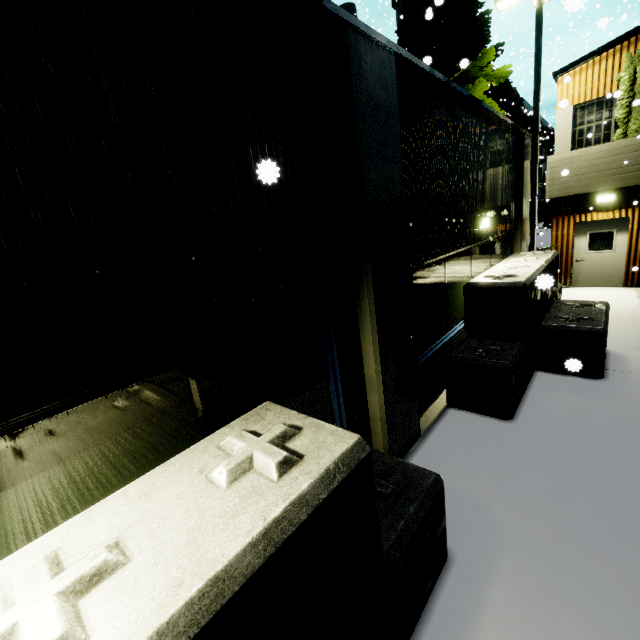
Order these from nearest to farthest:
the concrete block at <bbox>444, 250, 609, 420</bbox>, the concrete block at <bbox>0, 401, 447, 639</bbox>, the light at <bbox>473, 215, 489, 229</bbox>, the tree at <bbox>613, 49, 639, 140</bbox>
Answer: the concrete block at <bbox>0, 401, 447, 639</bbox>
the concrete block at <bbox>444, 250, 609, 420</bbox>
the light at <bbox>473, 215, 489, 229</bbox>
the tree at <bbox>613, 49, 639, 140</bbox>

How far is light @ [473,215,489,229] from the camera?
6.5m

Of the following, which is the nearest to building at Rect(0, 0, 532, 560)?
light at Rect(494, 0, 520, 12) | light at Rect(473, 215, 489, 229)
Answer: light at Rect(473, 215, 489, 229)

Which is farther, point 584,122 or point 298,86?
point 584,122

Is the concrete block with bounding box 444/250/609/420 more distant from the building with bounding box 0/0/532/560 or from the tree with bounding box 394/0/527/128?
the tree with bounding box 394/0/527/128

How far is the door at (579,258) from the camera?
11.5m

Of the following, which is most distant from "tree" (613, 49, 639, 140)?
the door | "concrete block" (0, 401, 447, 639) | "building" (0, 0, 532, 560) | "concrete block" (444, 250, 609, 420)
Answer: "concrete block" (0, 401, 447, 639)

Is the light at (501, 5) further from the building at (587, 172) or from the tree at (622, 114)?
the building at (587, 172)
